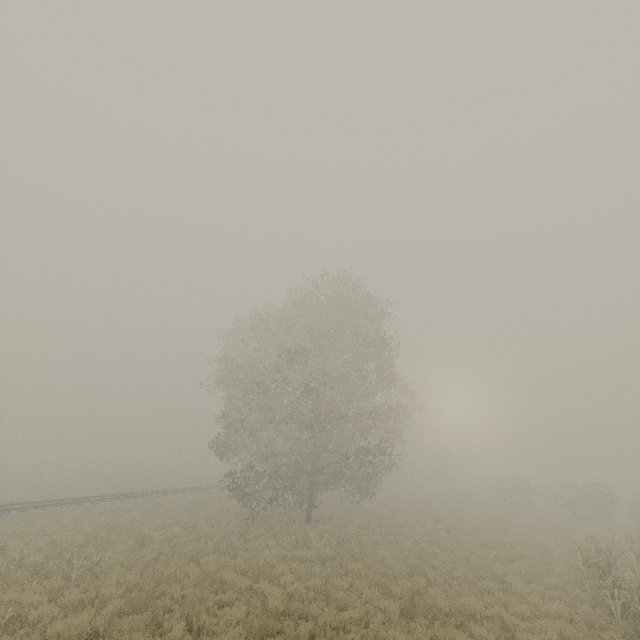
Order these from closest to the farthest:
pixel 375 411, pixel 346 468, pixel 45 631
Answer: pixel 45 631
pixel 346 468
pixel 375 411

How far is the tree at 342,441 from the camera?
19.1 meters

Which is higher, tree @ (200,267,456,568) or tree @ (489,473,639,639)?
tree @ (200,267,456,568)

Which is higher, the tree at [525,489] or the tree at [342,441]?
the tree at [342,441]

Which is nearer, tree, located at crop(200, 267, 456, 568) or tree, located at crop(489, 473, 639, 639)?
tree, located at crop(489, 473, 639, 639)

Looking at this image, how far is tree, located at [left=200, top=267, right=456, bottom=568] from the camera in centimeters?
1906cm
